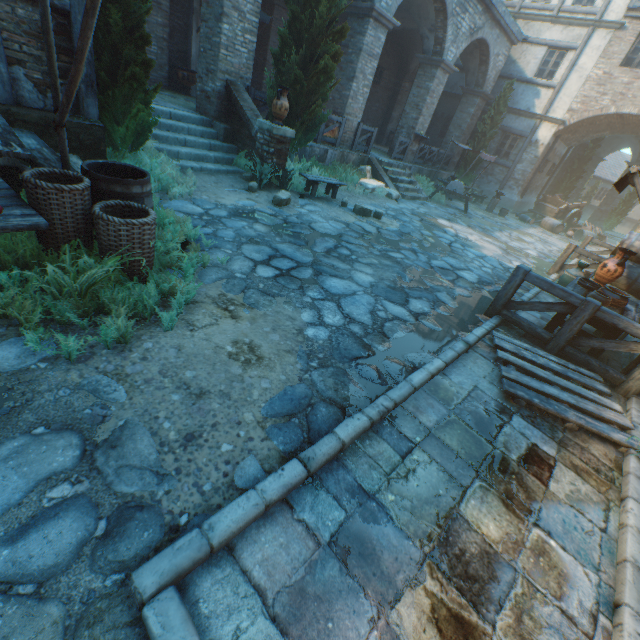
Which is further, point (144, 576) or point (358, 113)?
point (358, 113)

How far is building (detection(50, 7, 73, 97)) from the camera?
4.2m

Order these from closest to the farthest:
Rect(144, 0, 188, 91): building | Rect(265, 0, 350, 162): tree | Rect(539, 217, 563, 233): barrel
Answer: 1. Rect(265, 0, 350, 162): tree
2. Rect(144, 0, 188, 91): building
3. Rect(539, 217, 563, 233): barrel

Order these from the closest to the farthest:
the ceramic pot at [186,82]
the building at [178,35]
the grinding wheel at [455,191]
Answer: the building at [178,35] → the ceramic pot at [186,82] → the grinding wheel at [455,191]

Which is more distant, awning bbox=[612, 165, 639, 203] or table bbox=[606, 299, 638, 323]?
table bbox=[606, 299, 638, 323]

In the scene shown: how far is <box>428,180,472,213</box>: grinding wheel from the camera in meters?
14.1 m

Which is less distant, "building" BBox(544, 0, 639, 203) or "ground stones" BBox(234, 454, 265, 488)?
"ground stones" BBox(234, 454, 265, 488)

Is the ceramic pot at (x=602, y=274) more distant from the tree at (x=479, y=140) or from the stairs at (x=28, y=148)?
the stairs at (x=28, y=148)
